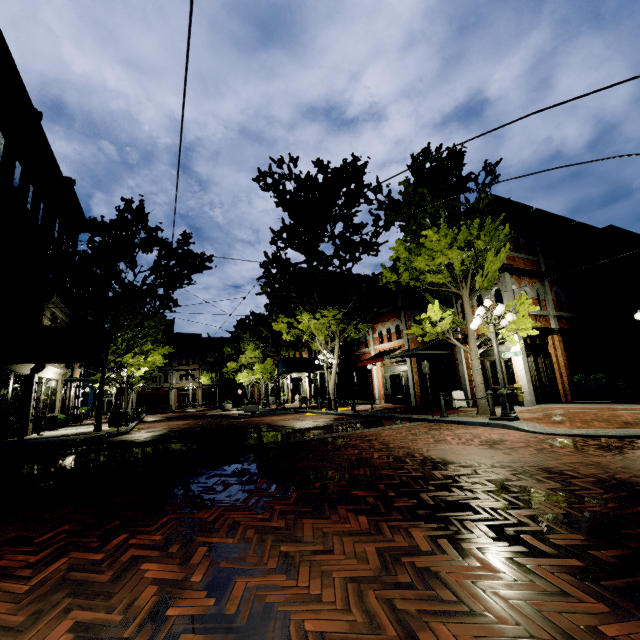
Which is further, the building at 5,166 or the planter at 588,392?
the planter at 588,392

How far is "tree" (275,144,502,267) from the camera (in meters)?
11.92

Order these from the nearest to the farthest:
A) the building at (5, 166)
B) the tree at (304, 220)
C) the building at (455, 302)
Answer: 1. the building at (5, 166)
2. the building at (455, 302)
3. the tree at (304, 220)

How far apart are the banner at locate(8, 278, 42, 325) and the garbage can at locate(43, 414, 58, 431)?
6.3m

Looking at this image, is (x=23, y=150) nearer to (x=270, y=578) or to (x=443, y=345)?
(x=270, y=578)

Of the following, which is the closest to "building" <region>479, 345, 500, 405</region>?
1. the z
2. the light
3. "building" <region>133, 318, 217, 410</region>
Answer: the z

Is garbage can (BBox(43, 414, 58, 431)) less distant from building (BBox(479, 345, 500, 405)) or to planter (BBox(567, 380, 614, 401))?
building (BBox(479, 345, 500, 405))

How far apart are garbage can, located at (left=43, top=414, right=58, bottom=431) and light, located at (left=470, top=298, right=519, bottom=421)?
21.59m
